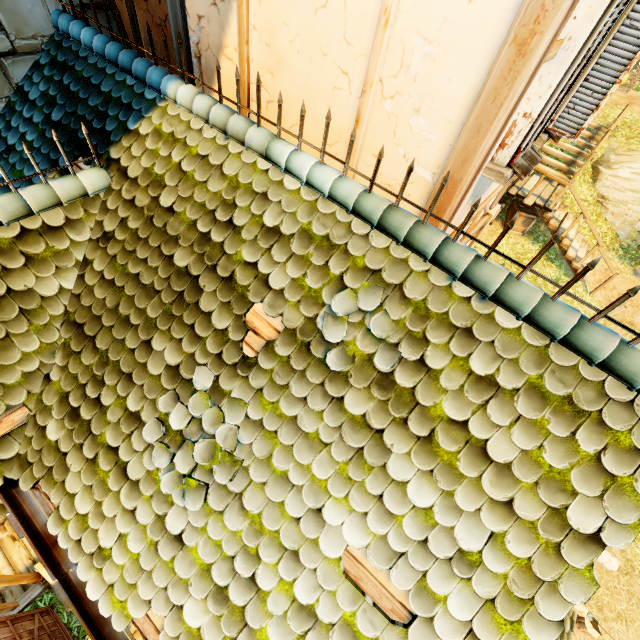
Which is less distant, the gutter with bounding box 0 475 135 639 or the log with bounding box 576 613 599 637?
the gutter with bounding box 0 475 135 639

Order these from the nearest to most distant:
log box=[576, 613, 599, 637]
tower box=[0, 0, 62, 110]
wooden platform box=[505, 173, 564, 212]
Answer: tower box=[0, 0, 62, 110], log box=[576, 613, 599, 637], wooden platform box=[505, 173, 564, 212]

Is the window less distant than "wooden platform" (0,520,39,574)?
Yes

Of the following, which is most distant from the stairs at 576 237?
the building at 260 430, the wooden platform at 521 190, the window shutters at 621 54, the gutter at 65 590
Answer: the gutter at 65 590

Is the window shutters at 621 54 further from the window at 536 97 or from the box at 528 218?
the box at 528 218

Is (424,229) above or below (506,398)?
above

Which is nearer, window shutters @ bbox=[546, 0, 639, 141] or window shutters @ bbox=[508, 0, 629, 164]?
window shutters @ bbox=[508, 0, 629, 164]

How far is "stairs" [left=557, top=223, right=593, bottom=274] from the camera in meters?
10.9 m
